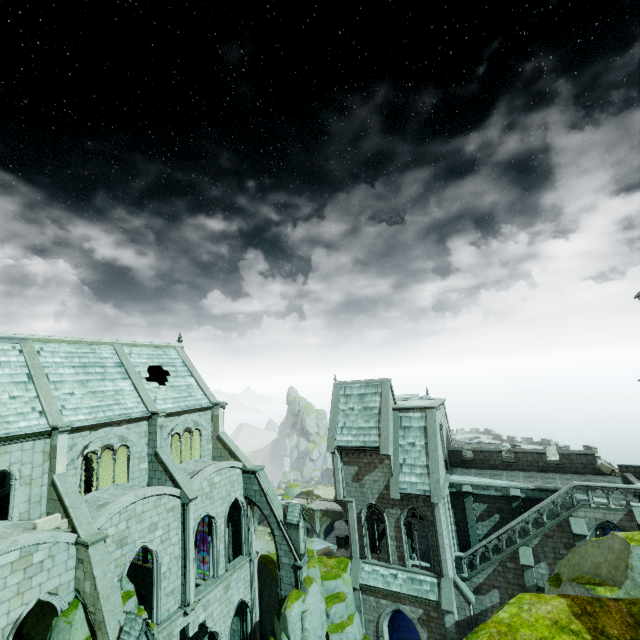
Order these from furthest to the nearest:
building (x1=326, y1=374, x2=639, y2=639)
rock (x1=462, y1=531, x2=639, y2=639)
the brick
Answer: building (x1=326, y1=374, x2=639, y2=639), the brick, rock (x1=462, y1=531, x2=639, y2=639)

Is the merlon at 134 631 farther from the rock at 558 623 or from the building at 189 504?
the rock at 558 623

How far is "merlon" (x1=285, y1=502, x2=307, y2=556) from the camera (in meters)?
22.86

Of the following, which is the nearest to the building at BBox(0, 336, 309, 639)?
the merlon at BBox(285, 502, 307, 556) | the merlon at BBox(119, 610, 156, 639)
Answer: the merlon at BBox(285, 502, 307, 556)

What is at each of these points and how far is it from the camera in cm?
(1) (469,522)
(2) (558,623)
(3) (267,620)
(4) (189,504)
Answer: (1) building, 2500
(2) rock, 514
(3) rock, 2378
(4) building, 2023

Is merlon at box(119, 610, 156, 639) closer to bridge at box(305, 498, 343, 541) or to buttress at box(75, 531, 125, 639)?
buttress at box(75, 531, 125, 639)

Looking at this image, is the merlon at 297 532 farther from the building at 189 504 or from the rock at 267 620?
the rock at 267 620

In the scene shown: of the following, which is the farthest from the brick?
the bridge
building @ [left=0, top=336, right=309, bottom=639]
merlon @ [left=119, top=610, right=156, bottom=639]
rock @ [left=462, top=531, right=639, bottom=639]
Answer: the bridge
